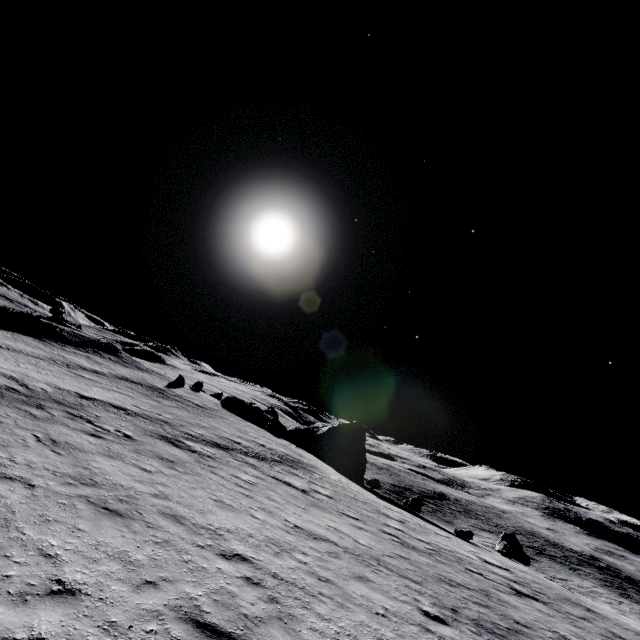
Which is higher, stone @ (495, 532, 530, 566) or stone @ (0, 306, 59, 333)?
stone @ (0, 306, 59, 333)

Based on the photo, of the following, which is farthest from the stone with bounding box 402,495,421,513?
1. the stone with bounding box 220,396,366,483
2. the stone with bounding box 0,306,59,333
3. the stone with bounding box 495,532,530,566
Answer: the stone with bounding box 0,306,59,333

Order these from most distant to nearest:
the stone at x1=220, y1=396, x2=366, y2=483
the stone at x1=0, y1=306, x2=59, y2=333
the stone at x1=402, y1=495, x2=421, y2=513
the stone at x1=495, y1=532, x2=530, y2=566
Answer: the stone at x1=0, y1=306, x2=59, y2=333
the stone at x1=220, y1=396, x2=366, y2=483
the stone at x1=402, y1=495, x2=421, y2=513
the stone at x1=495, y1=532, x2=530, y2=566

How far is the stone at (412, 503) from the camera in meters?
32.0 m

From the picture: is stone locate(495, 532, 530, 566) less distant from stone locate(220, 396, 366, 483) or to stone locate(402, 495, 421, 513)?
stone locate(402, 495, 421, 513)

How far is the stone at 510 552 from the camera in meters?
24.1 m

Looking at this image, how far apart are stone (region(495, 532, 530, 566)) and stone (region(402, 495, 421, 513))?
7.29m

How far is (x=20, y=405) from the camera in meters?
12.7
